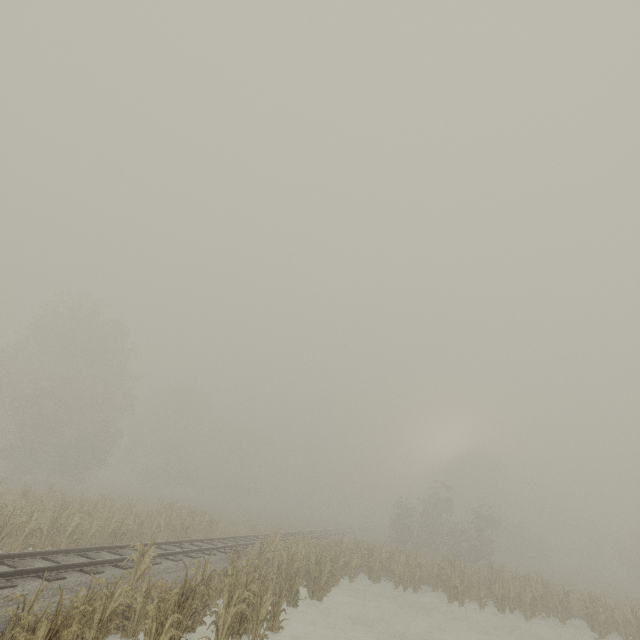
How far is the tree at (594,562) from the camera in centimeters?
5269cm

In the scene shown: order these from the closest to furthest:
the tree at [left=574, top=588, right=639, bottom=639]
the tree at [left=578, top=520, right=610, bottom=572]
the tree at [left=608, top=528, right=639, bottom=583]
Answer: the tree at [left=574, top=588, right=639, bottom=639] < the tree at [left=608, top=528, right=639, bottom=583] < the tree at [left=578, top=520, right=610, bottom=572]

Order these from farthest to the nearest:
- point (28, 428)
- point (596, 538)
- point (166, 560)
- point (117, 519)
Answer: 1. point (596, 538)
2. point (28, 428)
3. point (117, 519)
4. point (166, 560)

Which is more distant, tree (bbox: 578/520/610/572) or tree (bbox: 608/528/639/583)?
tree (bbox: 578/520/610/572)

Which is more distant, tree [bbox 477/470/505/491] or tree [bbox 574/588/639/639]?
tree [bbox 477/470/505/491]

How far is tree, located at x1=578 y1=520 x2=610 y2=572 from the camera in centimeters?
5269cm
